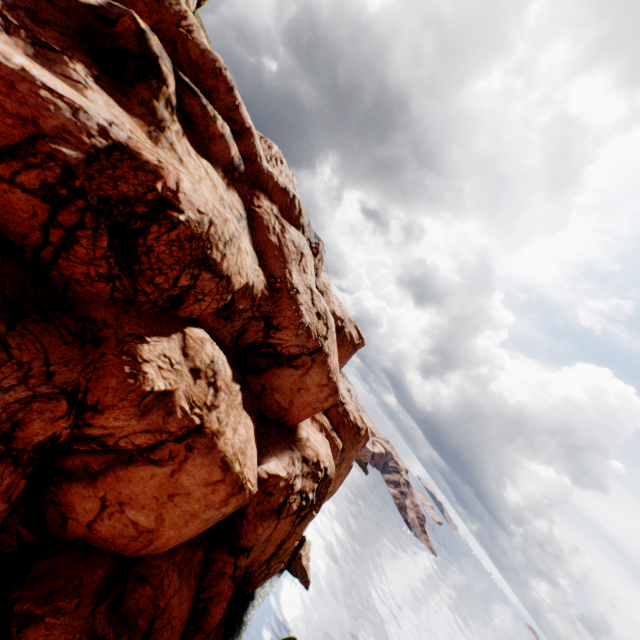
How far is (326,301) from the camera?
40.2m
